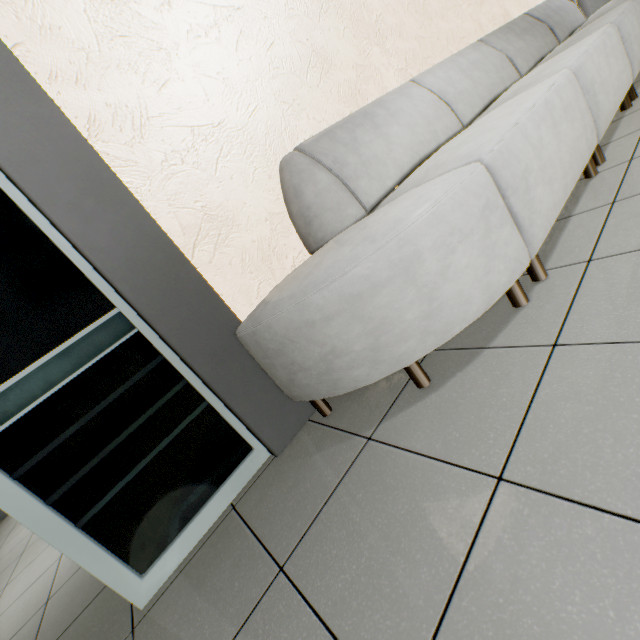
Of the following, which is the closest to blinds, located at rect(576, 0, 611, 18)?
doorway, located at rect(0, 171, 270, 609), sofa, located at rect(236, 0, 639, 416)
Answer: sofa, located at rect(236, 0, 639, 416)

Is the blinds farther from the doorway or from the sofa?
the doorway

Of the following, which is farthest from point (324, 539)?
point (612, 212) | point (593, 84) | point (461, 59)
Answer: point (461, 59)

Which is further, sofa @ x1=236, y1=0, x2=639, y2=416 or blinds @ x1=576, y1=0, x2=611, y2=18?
blinds @ x1=576, y1=0, x2=611, y2=18

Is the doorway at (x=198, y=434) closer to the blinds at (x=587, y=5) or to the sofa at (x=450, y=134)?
the sofa at (x=450, y=134)

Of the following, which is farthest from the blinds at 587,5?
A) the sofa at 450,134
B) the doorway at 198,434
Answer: the doorway at 198,434
